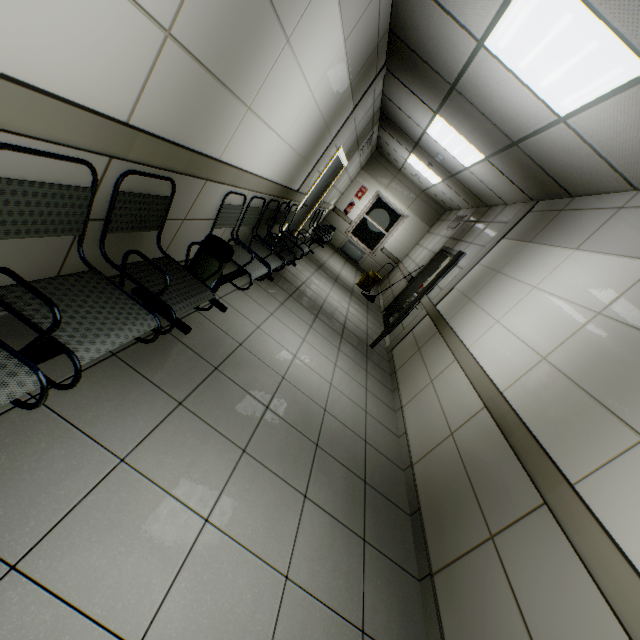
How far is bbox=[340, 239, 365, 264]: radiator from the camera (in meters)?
11.20

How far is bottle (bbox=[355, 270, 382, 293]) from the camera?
8.55m

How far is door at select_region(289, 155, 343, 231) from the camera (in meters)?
6.21

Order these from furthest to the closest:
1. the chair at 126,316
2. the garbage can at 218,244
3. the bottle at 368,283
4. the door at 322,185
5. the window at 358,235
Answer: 1. the window at 358,235
2. the bottle at 368,283
3. the door at 322,185
4. the garbage can at 218,244
5. the chair at 126,316

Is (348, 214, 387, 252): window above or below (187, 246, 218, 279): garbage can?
above

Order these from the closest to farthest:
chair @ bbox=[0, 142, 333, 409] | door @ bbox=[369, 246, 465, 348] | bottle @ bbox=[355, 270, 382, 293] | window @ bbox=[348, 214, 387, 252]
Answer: chair @ bbox=[0, 142, 333, 409] → door @ bbox=[369, 246, 465, 348] → bottle @ bbox=[355, 270, 382, 293] → window @ bbox=[348, 214, 387, 252]

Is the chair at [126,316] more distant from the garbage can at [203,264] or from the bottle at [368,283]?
the bottle at [368,283]

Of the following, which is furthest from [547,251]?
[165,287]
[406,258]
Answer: [406,258]
